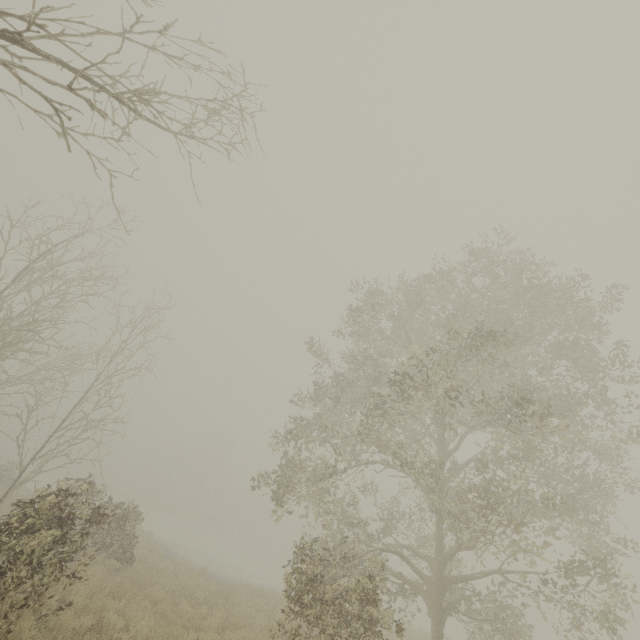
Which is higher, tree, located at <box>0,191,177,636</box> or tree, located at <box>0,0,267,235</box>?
tree, located at <box>0,0,267,235</box>

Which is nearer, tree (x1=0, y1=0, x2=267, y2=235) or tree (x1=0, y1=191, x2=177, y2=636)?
tree (x1=0, y1=0, x2=267, y2=235)

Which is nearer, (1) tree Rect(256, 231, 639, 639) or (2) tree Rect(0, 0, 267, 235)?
(2) tree Rect(0, 0, 267, 235)

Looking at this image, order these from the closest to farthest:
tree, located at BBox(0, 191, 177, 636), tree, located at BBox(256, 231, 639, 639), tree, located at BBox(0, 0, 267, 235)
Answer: tree, located at BBox(0, 0, 267, 235)
tree, located at BBox(0, 191, 177, 636)
tree, located at BBox(256, 231, 639, 639)

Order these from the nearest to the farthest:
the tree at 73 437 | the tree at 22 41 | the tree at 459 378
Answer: the tree at 22 41 → the tree at 73 437 → the tree at 459 378

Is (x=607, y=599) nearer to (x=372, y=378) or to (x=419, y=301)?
(x=419, y=301)

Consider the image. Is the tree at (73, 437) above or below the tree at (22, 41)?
below
